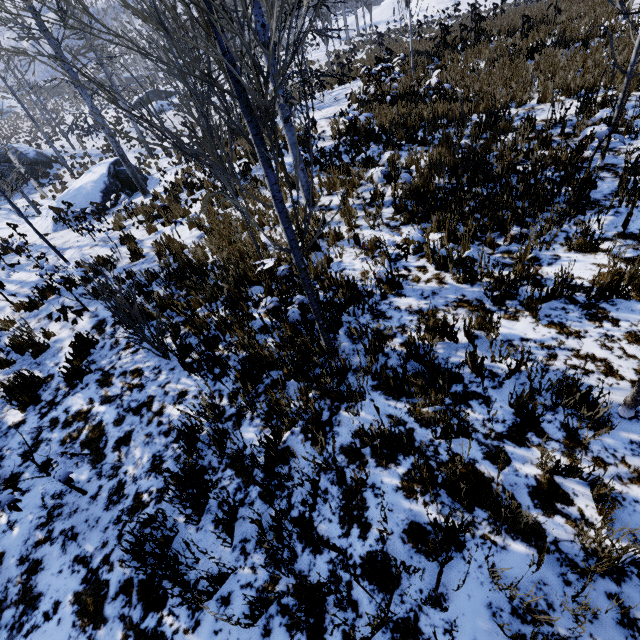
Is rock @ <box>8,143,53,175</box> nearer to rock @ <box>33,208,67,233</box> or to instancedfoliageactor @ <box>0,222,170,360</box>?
rock @ <box>33,208,67,233</box>

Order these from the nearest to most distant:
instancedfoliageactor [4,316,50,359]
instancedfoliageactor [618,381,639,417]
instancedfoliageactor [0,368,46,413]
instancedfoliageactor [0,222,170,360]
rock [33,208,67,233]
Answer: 1. instancedfoliageactor [618,381,639,417]
2. instancedfoliageactor [0,222,170,360]
3. instancedfoliageactor [0,368,46,413]
4. instancedfoliageactor [4,316,50,359]
5. rock [33,208,67,233]

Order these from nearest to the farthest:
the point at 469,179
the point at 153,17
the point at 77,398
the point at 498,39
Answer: the point at 153,17 → the point at 77,398 → the point at 469,179 → the point at 498,39

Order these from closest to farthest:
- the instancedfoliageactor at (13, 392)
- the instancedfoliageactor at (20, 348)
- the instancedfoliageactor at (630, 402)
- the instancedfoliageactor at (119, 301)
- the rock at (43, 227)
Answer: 1. the instancedfoliageactor at (630, 402)
2. the instancedfoliageactor at (119, 301)
3. the instancedfoliageactor at (13, 392)
4. the instancedfoliageactor at (20, 348)
5. the rock at (43, 227)

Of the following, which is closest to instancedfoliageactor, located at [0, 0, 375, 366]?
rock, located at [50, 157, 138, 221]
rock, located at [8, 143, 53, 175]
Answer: rock, located at [50, 157, 138, 221]

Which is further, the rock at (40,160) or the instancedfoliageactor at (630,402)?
the rock at (40,160)

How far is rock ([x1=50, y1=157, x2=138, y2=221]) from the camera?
14.76m
